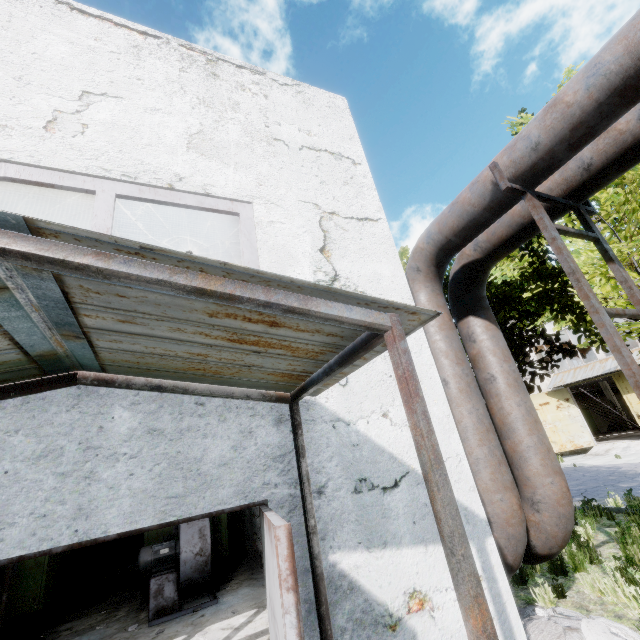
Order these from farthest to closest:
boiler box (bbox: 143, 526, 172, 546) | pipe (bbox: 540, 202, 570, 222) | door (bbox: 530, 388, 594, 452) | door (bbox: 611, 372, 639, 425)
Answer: door (bbox: 530, 388, 594, 452) < door (bbox: 611, 372, 639, 425) < boiler box (bbox: 143, 526, 172, 546) < pipe (bbox: 540, 202, 570, 222)

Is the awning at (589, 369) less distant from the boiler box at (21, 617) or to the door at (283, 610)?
the door at (283, 610)

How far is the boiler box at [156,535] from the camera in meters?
8.1 m

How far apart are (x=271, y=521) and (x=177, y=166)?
3.4 meters

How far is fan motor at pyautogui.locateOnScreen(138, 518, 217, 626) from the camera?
6.84m

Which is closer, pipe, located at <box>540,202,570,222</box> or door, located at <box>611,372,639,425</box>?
pipe, located at <box>540,202,570,222</box>

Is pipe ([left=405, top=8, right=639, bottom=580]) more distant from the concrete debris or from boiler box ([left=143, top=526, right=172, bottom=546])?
boiler box ([left=143, top=526, right=172, bottom=546])

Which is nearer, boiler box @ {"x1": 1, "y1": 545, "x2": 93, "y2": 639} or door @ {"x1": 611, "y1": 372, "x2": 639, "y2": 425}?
boiler box @ {"x1": 1, "y1": 545, "x2": 93, "y2": 639}
